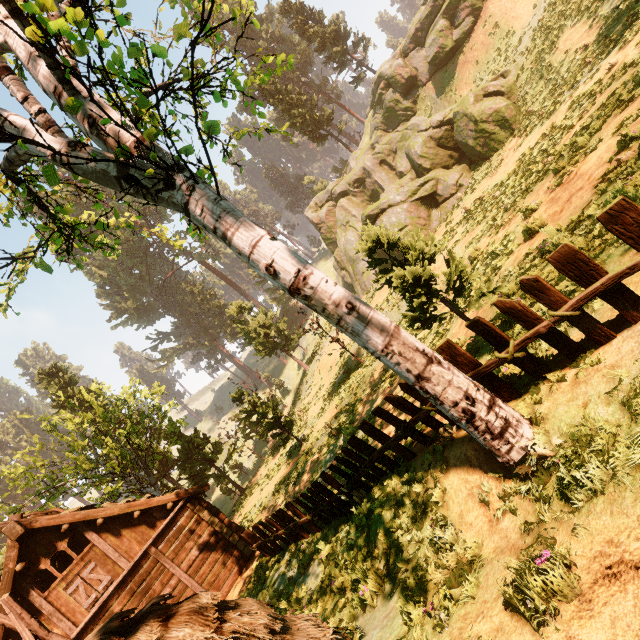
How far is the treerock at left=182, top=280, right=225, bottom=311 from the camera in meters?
58.7

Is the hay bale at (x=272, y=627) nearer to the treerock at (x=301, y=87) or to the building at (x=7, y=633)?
the building at (x=7, y=633)

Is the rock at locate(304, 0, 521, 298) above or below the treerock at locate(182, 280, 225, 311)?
below

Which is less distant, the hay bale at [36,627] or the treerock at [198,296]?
the hay bale at [36,627]

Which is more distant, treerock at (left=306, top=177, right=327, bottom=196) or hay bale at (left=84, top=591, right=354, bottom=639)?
treerock at (left=306, top=177, right=327, bottom=196)

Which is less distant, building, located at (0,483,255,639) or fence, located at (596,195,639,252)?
fence, located at (596,195,639,252)

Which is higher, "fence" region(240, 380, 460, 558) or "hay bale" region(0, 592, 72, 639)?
"hay bale" region(0, 592, 72, 639)

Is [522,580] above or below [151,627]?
below
